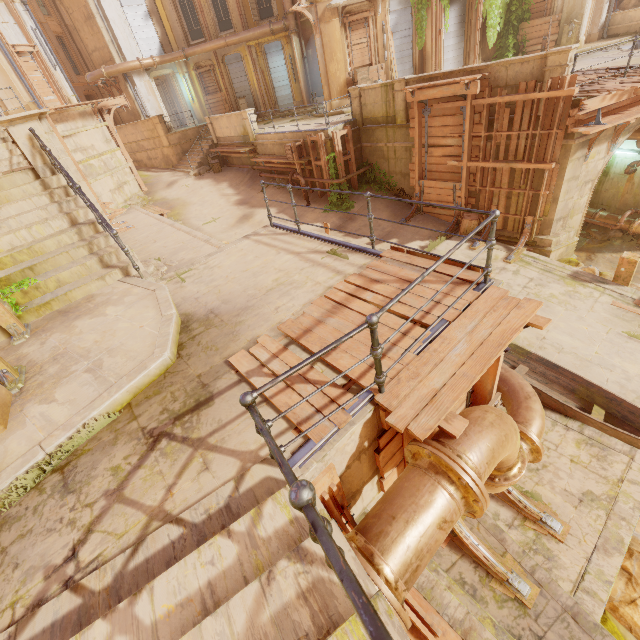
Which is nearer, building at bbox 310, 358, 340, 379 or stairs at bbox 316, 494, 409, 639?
stairs at bbox 316, 494, 409, 639

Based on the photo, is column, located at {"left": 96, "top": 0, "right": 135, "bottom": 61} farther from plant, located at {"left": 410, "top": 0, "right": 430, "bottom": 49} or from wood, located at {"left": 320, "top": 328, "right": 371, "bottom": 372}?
wood, located at {"left": 320, "top": 328, "right": 371, "bottom": 372}

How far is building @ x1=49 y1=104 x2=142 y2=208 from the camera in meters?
15.9 m

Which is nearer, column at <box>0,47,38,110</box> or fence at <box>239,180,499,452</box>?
fence at <box>239,180,499,452</box>

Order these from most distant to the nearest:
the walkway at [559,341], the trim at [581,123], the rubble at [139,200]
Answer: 1. the rubble at [139,200]
2. the trim at [581,123]
3. the walkway at [559,341]

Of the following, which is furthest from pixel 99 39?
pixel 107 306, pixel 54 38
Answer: pixel 107 306

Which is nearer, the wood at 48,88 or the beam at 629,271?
the beam at 629,271

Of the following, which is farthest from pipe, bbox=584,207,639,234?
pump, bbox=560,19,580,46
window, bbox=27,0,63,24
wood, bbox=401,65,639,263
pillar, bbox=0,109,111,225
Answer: window, bbox=27,0,63,24
